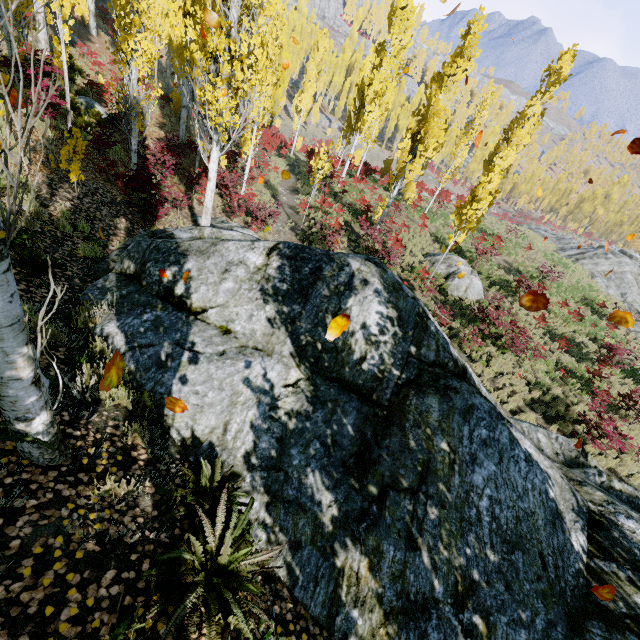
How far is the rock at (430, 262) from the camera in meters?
18.7

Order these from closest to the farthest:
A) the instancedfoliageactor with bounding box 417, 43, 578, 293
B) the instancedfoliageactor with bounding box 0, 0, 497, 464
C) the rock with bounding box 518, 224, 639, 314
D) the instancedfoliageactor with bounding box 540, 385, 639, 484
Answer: the instancedfoliageactor with bounding box 0, 0, 497, 464, the instancedfoliageactor with bounding box 540, 385, 639, 484, the instancedfoliageactor with bounding box 417, 43, 578, 293, the rock with bounding box 518, 224, 639, 314

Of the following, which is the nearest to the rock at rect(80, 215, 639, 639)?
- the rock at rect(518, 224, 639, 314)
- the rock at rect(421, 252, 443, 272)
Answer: the rock at rect(421, 252, 443, 272)

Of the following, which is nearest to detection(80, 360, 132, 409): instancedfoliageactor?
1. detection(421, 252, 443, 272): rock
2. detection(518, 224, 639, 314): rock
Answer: detection(421, 252, 443, 272): rock

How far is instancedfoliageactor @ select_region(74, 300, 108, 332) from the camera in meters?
4.6 m

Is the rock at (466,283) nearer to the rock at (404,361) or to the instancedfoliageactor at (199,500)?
the instancedfoliageactor at (199,500)

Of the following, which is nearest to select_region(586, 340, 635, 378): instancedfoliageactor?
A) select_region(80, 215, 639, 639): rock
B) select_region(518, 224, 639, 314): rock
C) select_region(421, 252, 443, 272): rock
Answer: select_region(80, 215, 639, 639): rock

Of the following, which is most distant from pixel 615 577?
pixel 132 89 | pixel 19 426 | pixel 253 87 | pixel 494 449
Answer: pixel 253 87
